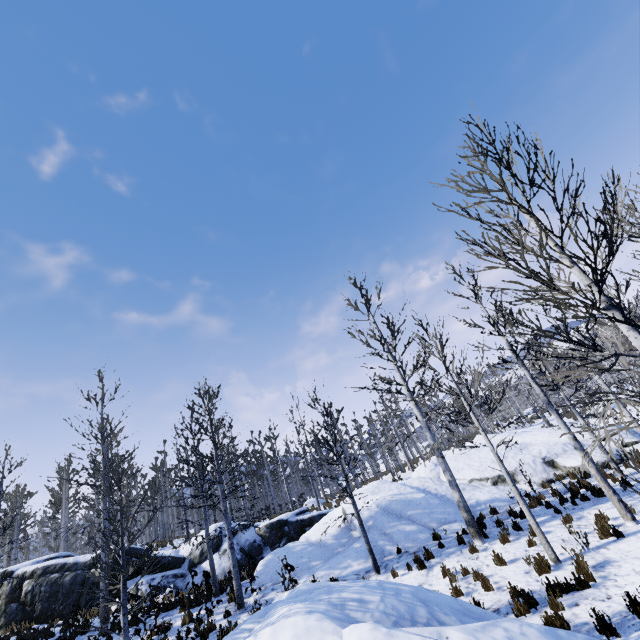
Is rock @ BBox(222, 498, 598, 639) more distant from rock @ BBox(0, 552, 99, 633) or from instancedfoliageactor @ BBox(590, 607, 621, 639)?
rock @ BBox(0, 552, 99, 633)

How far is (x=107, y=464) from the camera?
24.9 meters

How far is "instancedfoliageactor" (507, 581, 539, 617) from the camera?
6.73m

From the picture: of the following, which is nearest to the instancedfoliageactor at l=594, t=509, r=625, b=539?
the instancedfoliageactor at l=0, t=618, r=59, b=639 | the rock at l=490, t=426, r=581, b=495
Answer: the rock at l=490, t=426, r=581, b=495

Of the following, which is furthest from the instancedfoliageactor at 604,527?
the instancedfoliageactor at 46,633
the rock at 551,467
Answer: the instancedfoliageactor at 46,633

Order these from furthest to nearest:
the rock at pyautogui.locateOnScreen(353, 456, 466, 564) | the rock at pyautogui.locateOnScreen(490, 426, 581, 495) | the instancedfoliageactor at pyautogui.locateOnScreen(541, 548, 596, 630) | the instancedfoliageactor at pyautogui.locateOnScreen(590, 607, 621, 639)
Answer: the rock at pyautogui.locateOnScreen(490, 426, 581, 495) < the rock at pyautogui.locateOnScreen(353, 456, 466, 564) < the instancedfoliageactor at pyautogui.locateOnScreen(541, 548, 596, 630) < the instancedfoliageactor at pyautogui.locateOnScreen(590, 607, 621, 639)

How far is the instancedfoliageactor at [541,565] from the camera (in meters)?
7.91

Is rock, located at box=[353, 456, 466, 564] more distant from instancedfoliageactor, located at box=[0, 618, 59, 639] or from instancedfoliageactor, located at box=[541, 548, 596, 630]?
instancedfoliageactor, located at box=[0, 618, 59, 639]
